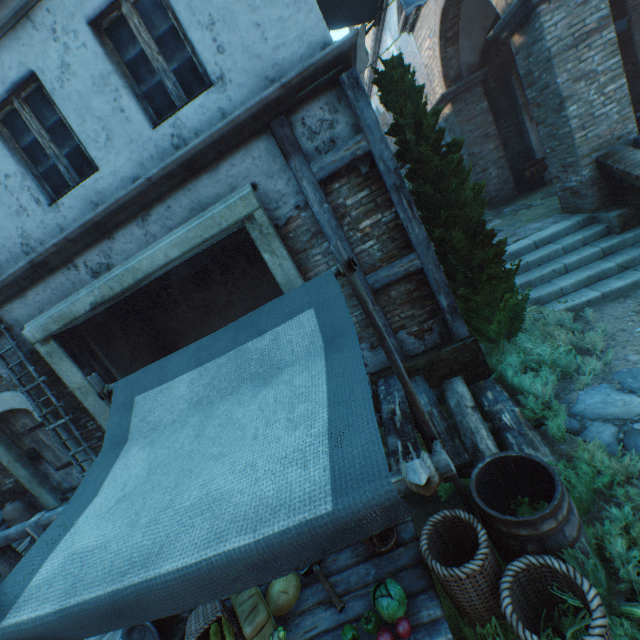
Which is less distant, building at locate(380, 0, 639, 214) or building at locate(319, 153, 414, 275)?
building at locate(319, 153, 414, 275)

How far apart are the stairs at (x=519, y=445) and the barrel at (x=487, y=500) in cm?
19

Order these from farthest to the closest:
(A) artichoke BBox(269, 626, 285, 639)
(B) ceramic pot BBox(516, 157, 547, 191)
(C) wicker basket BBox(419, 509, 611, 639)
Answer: (B) ceramic pot BBox(516, 157, 547, 191) → (A) artichoke BBox(269, 626, 285, 639) → (C) wicker basket BBox(419, 509, 611, 639)

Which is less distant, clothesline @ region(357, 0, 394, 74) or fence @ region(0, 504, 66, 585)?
fence @ region(0, 504, 66, 585)

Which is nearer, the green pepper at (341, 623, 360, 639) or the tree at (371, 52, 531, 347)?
the green pepper at (341, 623, 360, 639)

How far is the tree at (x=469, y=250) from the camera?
4.1 meters

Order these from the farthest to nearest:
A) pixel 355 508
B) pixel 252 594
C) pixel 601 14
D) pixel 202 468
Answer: pixel 601 14 → pixel 252 594 → pixel 202 468 → pixel 355 508

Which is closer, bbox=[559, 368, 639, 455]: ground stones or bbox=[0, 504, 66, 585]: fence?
bbox=[559, 368, 639, 455]: ground stones
